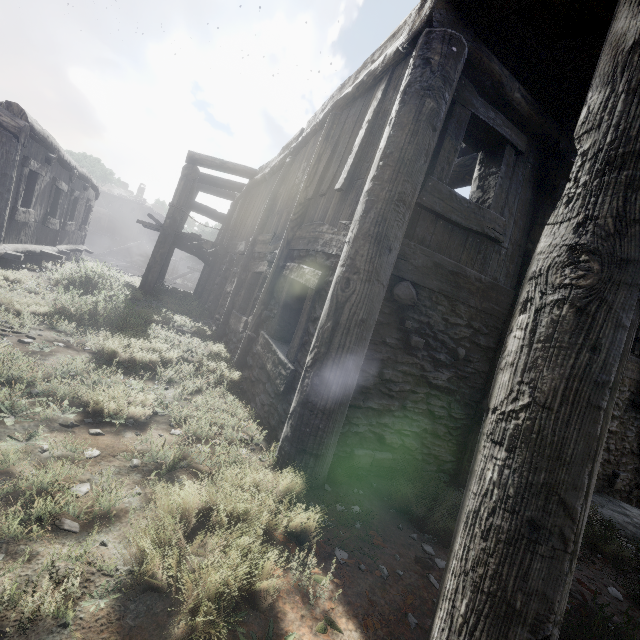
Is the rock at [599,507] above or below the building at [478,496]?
below

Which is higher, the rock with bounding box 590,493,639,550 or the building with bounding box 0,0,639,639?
the building with bounding box 0,0,639,639

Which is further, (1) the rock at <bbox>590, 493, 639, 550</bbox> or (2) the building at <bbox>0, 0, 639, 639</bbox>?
(1) the rock at <bbox>590, 493, 639, 550</bbox>

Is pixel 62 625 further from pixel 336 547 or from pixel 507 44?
pixel 507 44

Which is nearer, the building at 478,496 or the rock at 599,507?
the building at 478,496
